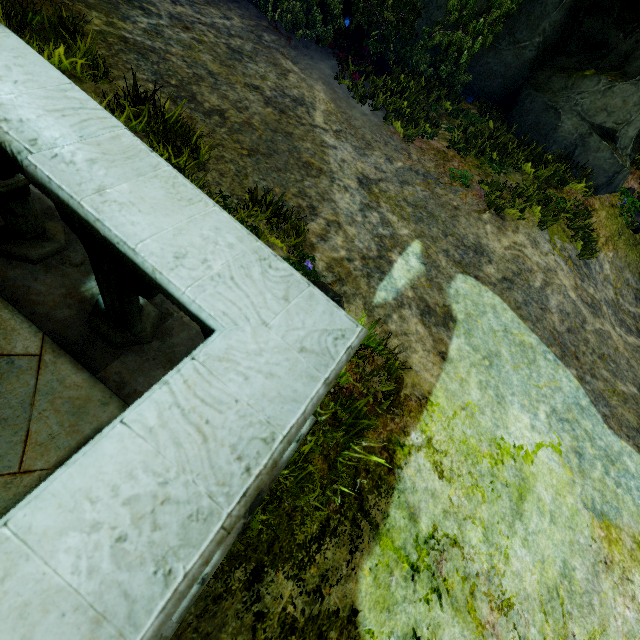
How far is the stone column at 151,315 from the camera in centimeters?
114cm

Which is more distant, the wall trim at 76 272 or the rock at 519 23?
the rock at 519 23

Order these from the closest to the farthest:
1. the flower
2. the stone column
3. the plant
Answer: the stone column
the plant
the flower

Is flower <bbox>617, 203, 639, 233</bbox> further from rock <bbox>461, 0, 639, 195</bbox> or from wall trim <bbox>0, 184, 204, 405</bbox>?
wall trim <bbox>0, 184, 204, 405</bbox>

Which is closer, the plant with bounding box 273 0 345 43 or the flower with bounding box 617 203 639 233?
the plant with bounding box 273 0 345 43

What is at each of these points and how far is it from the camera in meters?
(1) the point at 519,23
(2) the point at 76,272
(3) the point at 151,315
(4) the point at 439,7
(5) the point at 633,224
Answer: (1) rock, 7.5 m
(2) wall trim, 1.5 m
(3) stone column, 1.5 m
(4) rock, 7.2 m
(5) flower, 7.9 m

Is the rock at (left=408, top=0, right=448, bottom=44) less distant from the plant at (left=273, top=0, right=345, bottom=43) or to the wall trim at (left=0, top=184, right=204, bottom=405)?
the plant at (left=273, top=0, right=345, bottom=43)

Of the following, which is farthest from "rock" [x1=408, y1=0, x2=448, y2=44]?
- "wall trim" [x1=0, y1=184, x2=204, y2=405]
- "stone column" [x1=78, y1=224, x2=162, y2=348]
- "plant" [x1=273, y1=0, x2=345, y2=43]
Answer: "stone column" [x1=78, y1=224, x2=162, y2=348]
